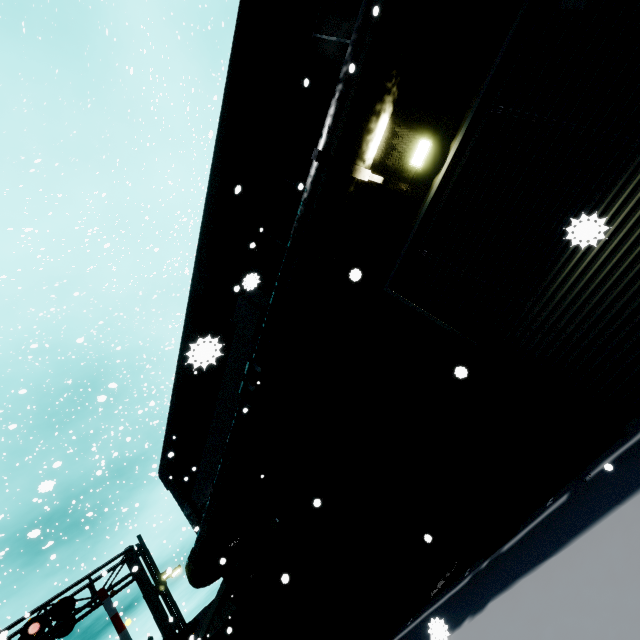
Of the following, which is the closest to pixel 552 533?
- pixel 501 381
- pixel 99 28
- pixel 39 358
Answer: pixel 501 381

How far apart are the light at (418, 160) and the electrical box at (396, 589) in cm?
908

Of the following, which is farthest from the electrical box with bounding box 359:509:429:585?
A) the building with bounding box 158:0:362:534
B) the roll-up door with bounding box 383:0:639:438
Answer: the roll-up door with bounding box 383:0:639:438

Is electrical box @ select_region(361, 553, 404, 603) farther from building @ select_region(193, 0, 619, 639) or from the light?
the light

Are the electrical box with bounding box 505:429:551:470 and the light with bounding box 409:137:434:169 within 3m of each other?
no

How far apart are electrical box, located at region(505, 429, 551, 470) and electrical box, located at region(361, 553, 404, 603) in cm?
504

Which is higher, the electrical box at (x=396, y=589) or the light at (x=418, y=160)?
the light at (x=418, y=160)

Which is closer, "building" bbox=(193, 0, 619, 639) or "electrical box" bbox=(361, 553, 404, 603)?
"building" bbox=(193, 0, 619, 639)
